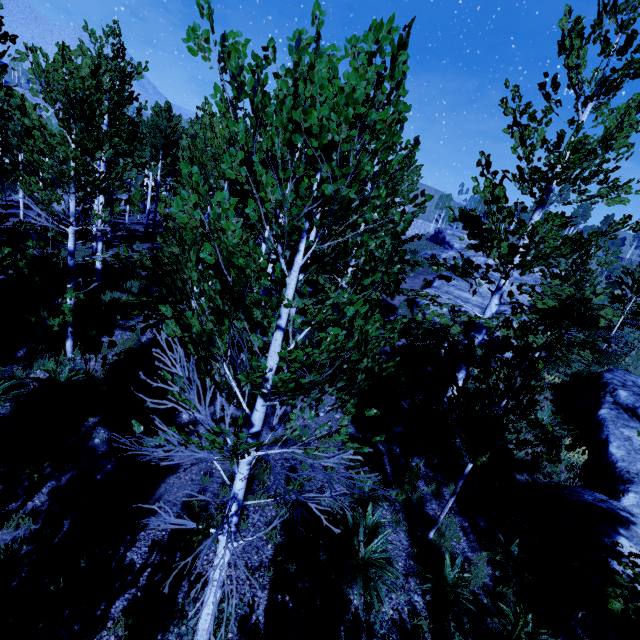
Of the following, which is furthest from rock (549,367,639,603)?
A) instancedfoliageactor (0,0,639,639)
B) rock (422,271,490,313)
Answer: rock (422,271,490,313)

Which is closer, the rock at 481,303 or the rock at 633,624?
the rock at 633,624

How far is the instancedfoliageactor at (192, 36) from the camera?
1.86m

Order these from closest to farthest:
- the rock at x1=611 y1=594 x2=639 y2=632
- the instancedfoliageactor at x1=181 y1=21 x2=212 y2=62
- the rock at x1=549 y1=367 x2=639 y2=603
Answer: the instancedfoliageactor at x1=181 y1=21 x2=212 y2=62 < the rock at x1=611 y1=594 x2=639 y2=632 < the rock at x1=549 y1=367 x2=639 y2=603

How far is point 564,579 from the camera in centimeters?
677cm

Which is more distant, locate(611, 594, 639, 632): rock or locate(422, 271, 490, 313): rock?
locate(422, 271, 490, 313): rock
